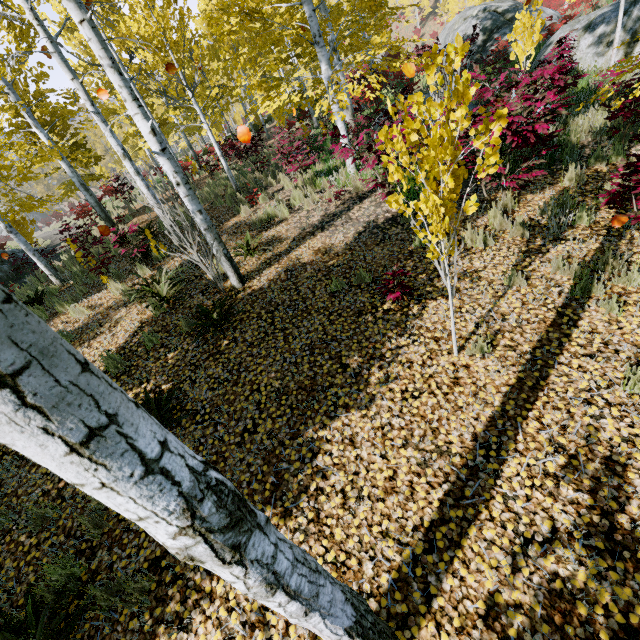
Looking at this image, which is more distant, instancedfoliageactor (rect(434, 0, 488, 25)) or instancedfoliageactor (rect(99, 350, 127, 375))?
instancedfoliageactor (rect(434, 0, 488, 25))

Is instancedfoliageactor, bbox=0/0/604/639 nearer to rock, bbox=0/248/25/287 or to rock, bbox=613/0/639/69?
rock, bbox=613/0/639/69

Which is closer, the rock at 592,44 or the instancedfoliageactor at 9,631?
the instancedfoliageactor at 9,631

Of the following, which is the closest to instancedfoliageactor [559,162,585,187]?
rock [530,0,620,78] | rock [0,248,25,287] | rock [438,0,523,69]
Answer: rock [530,0,620,78]

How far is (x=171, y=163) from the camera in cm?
493

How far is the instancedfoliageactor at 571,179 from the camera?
5.65m

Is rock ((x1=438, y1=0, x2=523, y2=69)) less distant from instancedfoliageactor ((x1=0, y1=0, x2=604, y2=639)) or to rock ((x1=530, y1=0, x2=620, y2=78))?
instancedfoliageactor ((x1=0, y1=0, x2=604, y2=639))

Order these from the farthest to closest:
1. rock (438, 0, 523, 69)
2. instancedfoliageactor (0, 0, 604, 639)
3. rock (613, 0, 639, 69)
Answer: rock (438, 0, 523, 69) < rock (613, 0, 639, 69) < instancedfoliageactor (0, 0, 604, 639)
